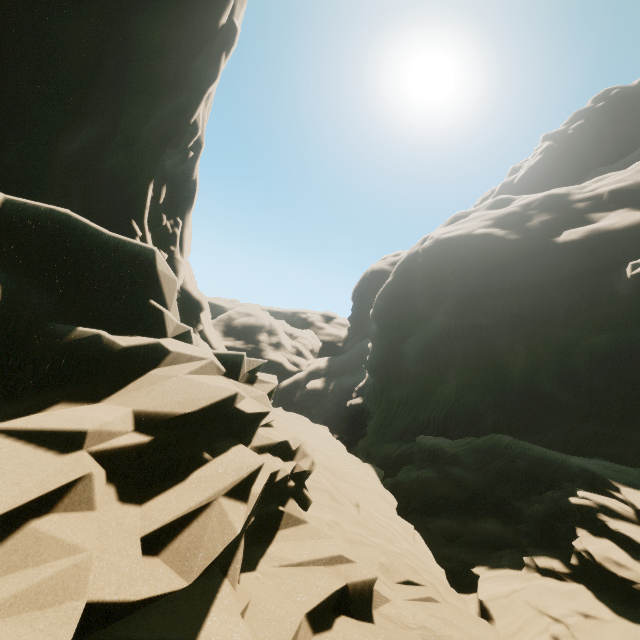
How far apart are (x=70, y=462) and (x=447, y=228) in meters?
44.1
